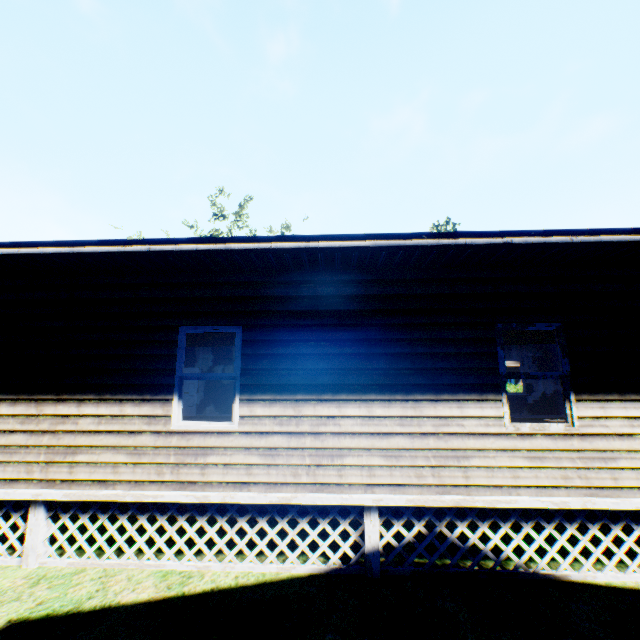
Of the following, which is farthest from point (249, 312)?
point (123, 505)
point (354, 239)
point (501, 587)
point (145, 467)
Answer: point (501, 587)
